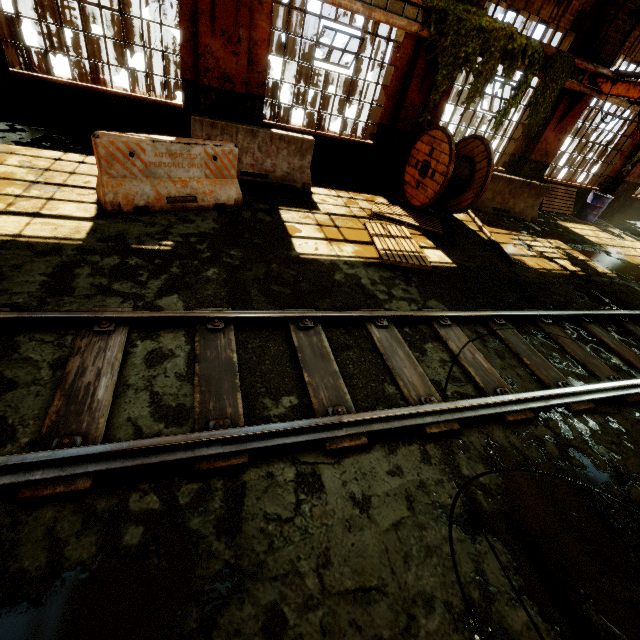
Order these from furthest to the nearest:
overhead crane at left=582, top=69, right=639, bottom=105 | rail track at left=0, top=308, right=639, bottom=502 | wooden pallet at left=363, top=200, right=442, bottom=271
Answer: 1. overhead crane at left=582, top=69, right=639, bottom=105
2. wooden pallet at left=363, top=200, right=442, bottom=271
3. rail track at left=0, top=308, right=639, bottom=502

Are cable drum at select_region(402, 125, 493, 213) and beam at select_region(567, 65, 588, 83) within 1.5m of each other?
no

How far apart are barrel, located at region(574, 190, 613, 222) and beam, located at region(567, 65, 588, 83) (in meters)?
4.34

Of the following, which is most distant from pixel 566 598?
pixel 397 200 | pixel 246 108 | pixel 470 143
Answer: pixel 246 108

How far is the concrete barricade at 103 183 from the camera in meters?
4.7

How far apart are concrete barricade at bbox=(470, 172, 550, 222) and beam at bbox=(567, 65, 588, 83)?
2.6 meters

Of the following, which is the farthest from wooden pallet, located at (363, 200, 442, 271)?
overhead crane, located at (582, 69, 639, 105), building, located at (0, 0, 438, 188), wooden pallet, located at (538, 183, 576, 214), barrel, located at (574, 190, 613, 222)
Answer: barrel, located at (574, 190, 613, 222)

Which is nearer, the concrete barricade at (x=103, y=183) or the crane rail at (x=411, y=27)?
the concrete barricade at (x=103, y=183)
